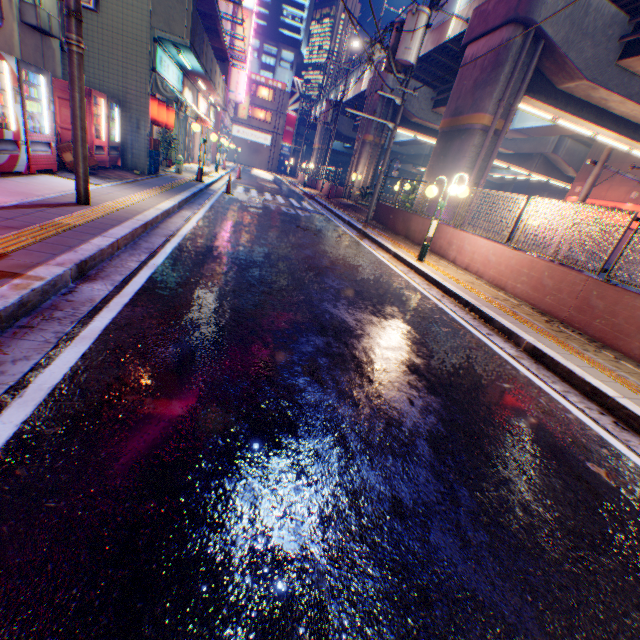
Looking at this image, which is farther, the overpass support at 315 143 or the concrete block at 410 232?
the overpass support at 315 143

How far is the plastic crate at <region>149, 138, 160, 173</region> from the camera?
11.8m

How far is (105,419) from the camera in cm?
206

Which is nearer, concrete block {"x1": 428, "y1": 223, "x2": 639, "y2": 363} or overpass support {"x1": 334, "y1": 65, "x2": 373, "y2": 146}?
concrete block {"x1": 428, "y1": 223, "x2": 639, "y2": 363}

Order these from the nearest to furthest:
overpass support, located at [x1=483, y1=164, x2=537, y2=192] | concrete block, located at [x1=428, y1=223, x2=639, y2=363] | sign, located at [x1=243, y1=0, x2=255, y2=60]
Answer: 1. concrete block, located at [x1=428, y1=223, x2=639, y2=363]
2. sign, located at [x1=243, y1=0, x2=255, y2=60]
3. overpass support, located at [x1=483, y1=164, x2=537, y2=192]

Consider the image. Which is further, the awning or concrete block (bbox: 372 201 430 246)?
concrete block (bbox: 372 201 430 246)

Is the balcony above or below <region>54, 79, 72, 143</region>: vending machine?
above

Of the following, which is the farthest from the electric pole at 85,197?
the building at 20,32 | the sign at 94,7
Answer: the sign at 94,7
